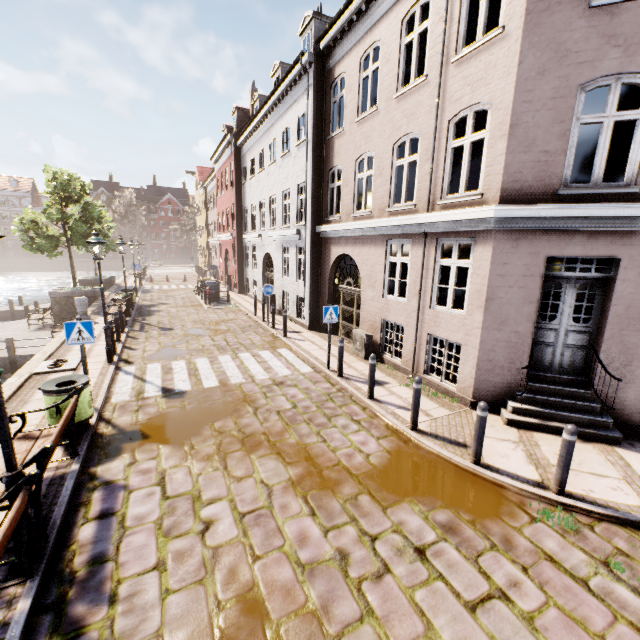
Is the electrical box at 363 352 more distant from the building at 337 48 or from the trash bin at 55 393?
the trash bin at 55 393

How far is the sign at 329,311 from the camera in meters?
9.1 m

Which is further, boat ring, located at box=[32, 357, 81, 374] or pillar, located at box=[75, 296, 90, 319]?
pillar, located at box=[75, 296, 90, 319]

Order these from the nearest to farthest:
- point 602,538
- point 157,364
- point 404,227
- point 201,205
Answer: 1. point 602,538
2. point 404,227
3. point 157,364
4. point 201,205

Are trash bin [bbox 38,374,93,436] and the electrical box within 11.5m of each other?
yes

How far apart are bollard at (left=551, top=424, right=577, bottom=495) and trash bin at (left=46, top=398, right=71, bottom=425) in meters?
8.0

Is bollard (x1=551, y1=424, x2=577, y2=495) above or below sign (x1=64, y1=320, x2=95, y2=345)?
below

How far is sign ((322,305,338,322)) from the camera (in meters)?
9.08
